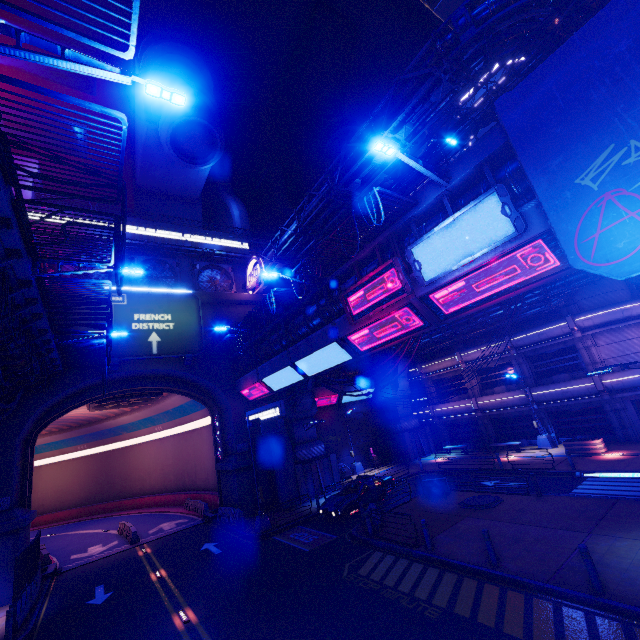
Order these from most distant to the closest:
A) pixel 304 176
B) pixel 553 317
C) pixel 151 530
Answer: pixel 304 176 < pixel 151 530 < pixel 553 317

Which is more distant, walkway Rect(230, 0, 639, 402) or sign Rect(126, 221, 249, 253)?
sign Rect(126, 221, 249, 253)

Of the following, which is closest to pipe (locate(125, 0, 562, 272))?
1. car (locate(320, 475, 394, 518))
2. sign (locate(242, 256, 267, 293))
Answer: sign (locate(242, 256, 267, 293))

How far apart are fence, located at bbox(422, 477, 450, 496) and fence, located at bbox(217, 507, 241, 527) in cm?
1343

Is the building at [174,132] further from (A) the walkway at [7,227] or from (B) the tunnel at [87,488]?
(B) the tunnel at [87,488]

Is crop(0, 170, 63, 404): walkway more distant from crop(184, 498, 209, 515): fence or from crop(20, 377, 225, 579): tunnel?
crop(184, 498, 209, 515): fence

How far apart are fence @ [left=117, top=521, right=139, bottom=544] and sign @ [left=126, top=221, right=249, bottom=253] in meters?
24.0 m

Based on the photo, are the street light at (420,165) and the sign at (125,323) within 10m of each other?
no
